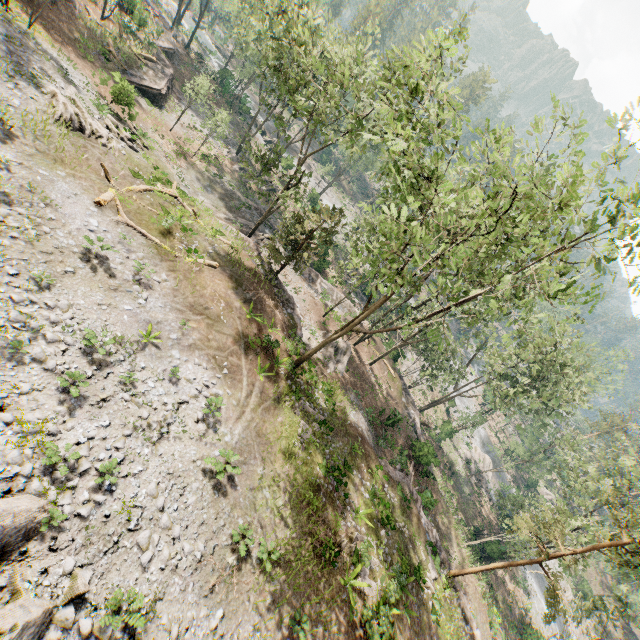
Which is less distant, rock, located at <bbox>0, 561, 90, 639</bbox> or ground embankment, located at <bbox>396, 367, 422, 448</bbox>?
rock, located at <bbox>0, 561, 90, 639</bbox>

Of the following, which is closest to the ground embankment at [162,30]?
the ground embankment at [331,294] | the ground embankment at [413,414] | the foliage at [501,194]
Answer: the foliage at [501,194]

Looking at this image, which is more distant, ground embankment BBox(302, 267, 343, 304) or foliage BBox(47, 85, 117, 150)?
ground embankment BBox(302, 267, 343, 304)

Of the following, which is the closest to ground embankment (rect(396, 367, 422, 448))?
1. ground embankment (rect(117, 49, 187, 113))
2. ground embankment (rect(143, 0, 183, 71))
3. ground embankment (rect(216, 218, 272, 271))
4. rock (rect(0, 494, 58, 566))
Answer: ground embankment (rect(216, 218, 272, 271))

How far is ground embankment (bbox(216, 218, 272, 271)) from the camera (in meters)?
25.42

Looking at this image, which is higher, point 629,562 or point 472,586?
point 629,562

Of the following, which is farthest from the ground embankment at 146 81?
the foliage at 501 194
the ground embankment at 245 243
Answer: the ground embankment at 245 243

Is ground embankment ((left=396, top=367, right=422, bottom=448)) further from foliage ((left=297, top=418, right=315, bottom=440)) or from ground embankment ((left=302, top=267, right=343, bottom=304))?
ground embankment ((left=302, top=267, right=343, bottom=304))
